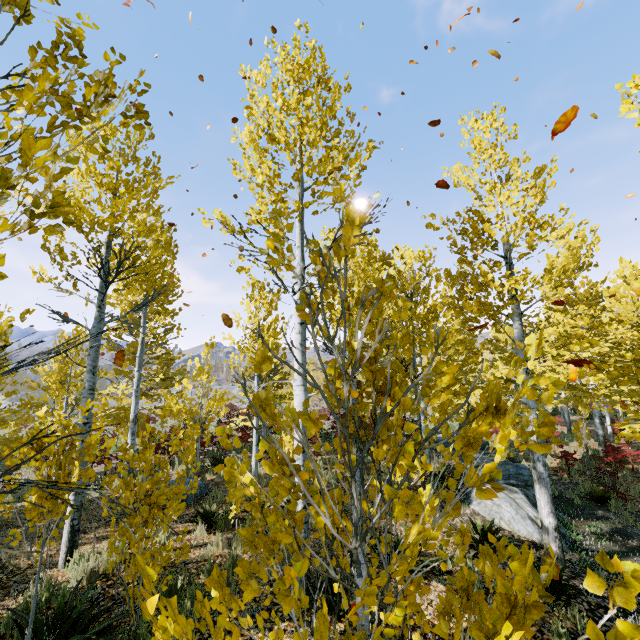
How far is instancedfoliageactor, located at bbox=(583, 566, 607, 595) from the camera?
0.8m

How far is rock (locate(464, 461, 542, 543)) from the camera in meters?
7.2

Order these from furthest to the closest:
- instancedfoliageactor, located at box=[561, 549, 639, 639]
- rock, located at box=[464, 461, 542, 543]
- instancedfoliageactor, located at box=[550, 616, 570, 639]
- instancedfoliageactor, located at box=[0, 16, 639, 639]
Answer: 1. rock, located at box=[464, 461, 542, 543]
2. instancedfoliageactor, located at box=[550, 616, 570, 639]
3. instancedfoliageactor, located at box=[0, 16, 639, 639]
4. instancedfoliageactor, located at box=[561, 549, 639, 639]

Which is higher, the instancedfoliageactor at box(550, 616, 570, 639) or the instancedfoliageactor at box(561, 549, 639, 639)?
the instancedfoliageactor at box(561, 549, 639, 639)

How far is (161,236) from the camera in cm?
798

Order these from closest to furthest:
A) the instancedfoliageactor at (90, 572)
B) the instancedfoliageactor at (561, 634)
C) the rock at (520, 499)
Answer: the instancedfoliageactor at (90, 572) → the instancedfoliageactor at (561, 634) → the rock at (520, 499)

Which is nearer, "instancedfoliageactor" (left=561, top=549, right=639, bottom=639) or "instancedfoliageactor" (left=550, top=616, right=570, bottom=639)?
"instancedfoliageactor" (left=561, top=549, right=639, bottom=639)

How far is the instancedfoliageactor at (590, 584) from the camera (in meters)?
0.84
